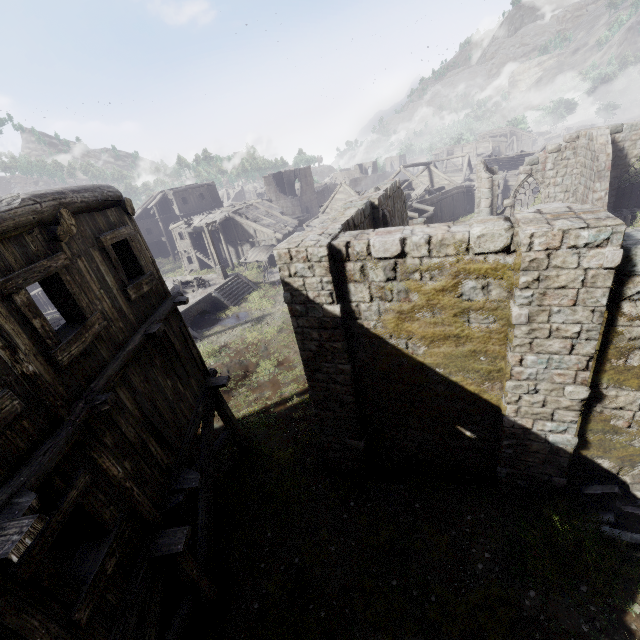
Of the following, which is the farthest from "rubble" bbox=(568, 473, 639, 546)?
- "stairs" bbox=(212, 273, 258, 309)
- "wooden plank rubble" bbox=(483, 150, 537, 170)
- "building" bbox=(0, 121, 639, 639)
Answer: "wooden plank rubble" bbox=(483, 150, 537, 170)

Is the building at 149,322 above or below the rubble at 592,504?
above

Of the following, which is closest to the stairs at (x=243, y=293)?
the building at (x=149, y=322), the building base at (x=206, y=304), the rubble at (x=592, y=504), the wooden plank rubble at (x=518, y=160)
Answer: the building base at (x=206, y=304)

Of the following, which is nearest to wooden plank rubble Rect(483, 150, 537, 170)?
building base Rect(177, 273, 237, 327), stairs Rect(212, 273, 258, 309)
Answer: stairs Rect(212, 273, 258, 309)

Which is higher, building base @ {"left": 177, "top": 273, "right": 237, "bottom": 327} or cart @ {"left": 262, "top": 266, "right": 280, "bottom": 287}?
building base @ {"left": 177, "top": 273, "right": 237, "bottom": 327}

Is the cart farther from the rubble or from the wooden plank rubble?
the wooden plank rubble

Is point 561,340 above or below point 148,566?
above

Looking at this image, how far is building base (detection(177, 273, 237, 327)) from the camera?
23.08m
